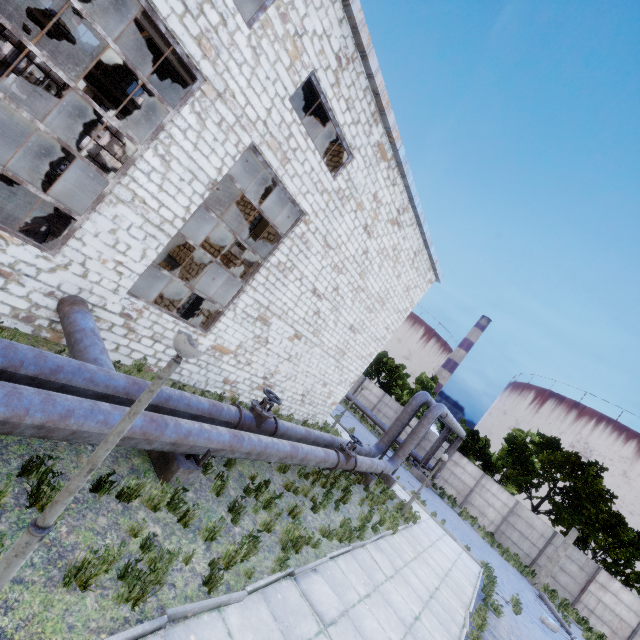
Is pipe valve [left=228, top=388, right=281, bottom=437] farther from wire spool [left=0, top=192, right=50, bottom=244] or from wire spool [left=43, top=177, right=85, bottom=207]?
wire spool [left=43, top=177, right=85, bottom=207]

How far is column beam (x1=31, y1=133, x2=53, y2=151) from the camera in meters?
18.2 m

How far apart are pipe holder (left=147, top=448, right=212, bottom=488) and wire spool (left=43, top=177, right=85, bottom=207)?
17.3 meters

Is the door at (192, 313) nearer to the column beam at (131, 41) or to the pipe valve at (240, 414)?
the pipe valve at (240, 414)

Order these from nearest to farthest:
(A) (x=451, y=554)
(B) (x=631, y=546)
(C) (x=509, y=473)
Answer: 1. (A) (x=451, y=554)
2. (B) (x=631, y=546)
3. (C) (x=509, y=473)

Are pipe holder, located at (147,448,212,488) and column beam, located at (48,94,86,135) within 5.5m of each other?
no

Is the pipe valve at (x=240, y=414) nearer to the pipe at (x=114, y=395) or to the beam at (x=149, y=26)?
→ the pipe at (x=114, y=395)

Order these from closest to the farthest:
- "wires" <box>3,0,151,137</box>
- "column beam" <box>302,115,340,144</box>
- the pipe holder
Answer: the pipe holder
"column beam" <box>302,115,340,144</box>
"wires" <box>3,0,151,137</box>
